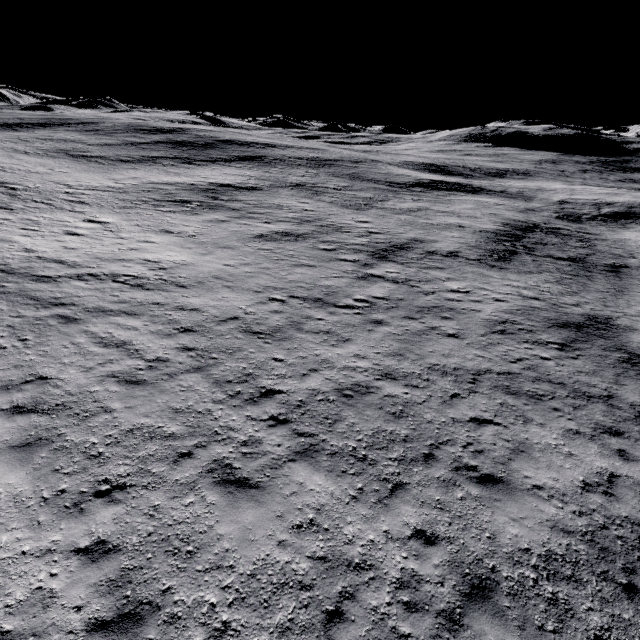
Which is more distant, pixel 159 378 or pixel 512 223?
pixel 512 223
